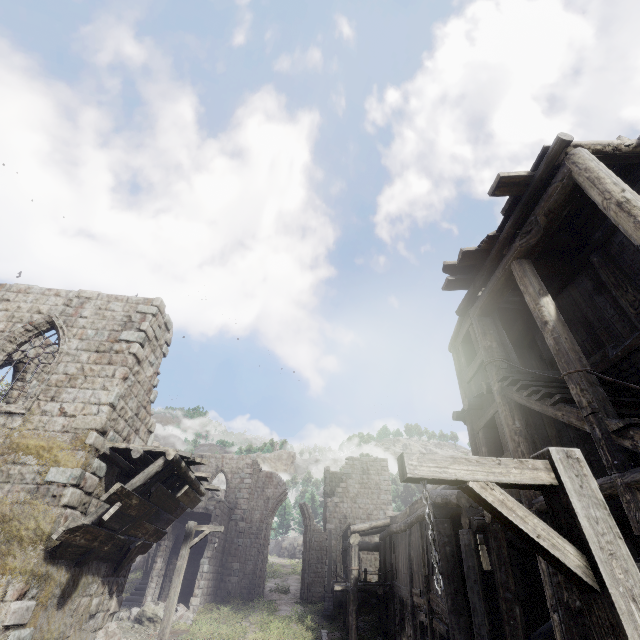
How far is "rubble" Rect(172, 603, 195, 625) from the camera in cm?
1818

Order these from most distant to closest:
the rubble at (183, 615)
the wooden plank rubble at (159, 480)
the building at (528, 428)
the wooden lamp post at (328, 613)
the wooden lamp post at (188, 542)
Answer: the wooden lamp post at (328, 613) → the rubble at (183, 615) → the wooden lamp post at (188, 542) → the wooden plank rubble at (159, 480) → the building at (528, 428)

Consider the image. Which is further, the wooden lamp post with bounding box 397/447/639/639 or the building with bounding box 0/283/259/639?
the building with bounding box 0/283/259/639

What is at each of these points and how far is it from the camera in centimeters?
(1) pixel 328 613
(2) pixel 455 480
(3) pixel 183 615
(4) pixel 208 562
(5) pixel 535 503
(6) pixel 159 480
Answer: (1) wooden lamp post, 2091cm
(2) wooden lamp post, 249cm
(3) rubble, 1870cm
(4) building, 2239cm
(5) building, 619cm
(6) wooden plank rubble, 930cm

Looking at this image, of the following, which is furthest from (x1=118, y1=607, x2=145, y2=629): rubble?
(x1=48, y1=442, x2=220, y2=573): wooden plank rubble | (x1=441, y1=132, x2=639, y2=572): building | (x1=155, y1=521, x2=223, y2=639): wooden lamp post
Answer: (x1=48, y1=442, x2=220, y2=573): wooden plank rubble

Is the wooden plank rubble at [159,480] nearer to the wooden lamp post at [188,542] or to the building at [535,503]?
the building at [535,503]

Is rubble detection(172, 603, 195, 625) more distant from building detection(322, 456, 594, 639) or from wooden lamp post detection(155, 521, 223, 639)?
wooden lamp post detection(155, 521, 223, 639)

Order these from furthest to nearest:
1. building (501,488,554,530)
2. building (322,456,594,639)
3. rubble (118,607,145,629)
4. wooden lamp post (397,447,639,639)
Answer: rubble (118,607,145,629) → building (322,456,594,639) → building (501,488,554,530) → wooden lamp post (397,447,639,639)
